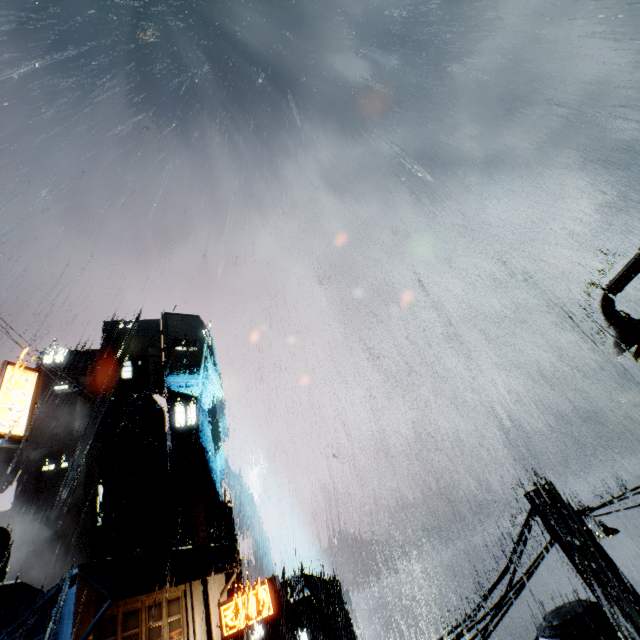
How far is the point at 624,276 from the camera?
7.5 meters

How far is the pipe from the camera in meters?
37.3 m

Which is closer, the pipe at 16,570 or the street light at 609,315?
the street light at 609,315

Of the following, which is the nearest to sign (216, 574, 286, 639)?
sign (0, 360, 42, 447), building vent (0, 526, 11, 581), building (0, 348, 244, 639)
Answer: building (0, 348, 244, 639)

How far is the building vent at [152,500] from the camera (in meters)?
36.56

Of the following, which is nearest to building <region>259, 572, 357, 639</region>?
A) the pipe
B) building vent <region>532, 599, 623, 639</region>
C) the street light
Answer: building vent <region>532, 599, 623, 639</region>

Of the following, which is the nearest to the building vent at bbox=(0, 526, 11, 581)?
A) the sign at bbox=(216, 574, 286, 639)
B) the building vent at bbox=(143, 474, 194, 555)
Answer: the building vent at bbox=(143, 474, 194, 555)

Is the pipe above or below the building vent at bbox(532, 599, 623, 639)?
above
